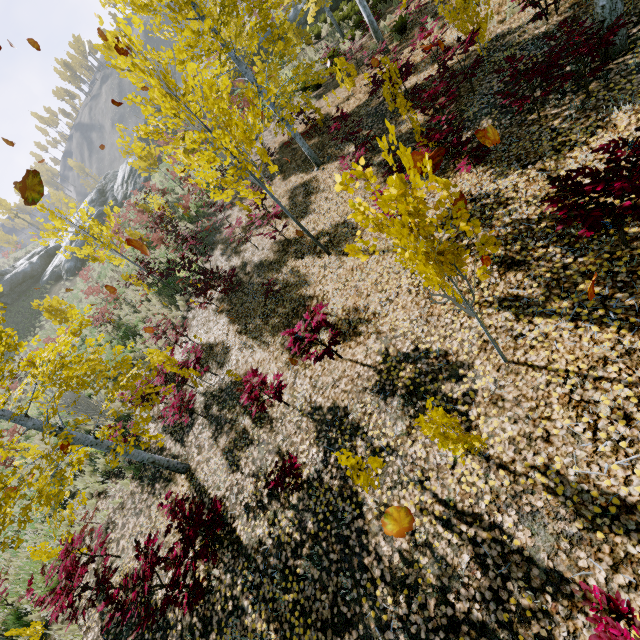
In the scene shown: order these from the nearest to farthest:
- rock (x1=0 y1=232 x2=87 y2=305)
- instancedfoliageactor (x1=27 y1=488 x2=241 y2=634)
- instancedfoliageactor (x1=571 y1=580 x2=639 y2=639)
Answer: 1. instancedfoliageactor (x1=571 y1=580 x2=639 y2=639)
2. instancedfoliageactor (x1=27 y1=488 x2=241 y2=634)
3. rock (x1=0 y1=232 x2=87 y2=305)

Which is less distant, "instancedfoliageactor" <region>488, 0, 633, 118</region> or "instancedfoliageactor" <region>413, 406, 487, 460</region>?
"instancedfoliageactor" <region>413, 406, 487, 460</region>

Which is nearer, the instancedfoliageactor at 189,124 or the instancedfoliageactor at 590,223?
the instancedfoliageactor at 590,223

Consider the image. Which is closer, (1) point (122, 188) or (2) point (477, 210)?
(2) point (477, 210)

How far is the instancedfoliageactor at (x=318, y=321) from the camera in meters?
4.9 m

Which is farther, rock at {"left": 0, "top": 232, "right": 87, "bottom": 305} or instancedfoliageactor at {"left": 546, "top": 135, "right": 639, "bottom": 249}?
rock at {"left": 0, "top": 232, "right": 87, "bottom": 305}

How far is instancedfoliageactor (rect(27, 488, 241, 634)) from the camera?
4.34m

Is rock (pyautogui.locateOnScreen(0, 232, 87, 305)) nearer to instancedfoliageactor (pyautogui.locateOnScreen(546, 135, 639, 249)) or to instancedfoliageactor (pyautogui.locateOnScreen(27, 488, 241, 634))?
instancedfoliageactor (pyautogui.locateOnScreen(27, 488, 241, 634))
